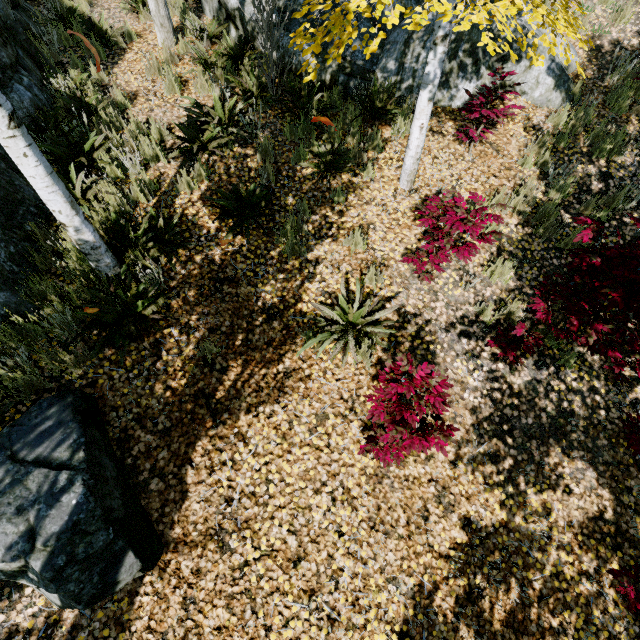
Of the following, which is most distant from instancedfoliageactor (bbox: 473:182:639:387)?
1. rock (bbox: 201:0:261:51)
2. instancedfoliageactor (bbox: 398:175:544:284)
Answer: instancedfoliageactor (bbox: 398:175:544:284)

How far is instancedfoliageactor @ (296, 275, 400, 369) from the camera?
3.83m

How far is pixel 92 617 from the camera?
2.85m

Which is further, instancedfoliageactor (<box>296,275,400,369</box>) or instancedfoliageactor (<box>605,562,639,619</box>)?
instancedfoliageactor (<box>296,275,400,369</box>)

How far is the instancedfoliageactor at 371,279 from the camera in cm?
428
